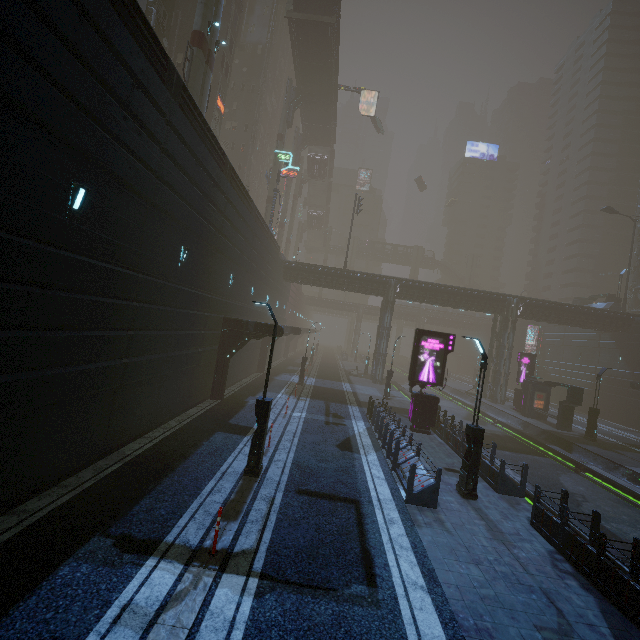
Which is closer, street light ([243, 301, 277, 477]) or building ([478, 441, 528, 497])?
street light ([243, 301, 277, 477])

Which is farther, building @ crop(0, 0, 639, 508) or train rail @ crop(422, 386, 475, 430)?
train rail @ crop(422, 386, 475, 430)

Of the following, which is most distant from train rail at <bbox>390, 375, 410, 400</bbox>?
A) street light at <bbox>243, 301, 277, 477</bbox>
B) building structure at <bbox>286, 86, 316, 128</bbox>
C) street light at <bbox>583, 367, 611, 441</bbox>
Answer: building structure at <bbox>286, 86, 316, 128</bbox>

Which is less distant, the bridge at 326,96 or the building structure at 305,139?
the bridge at 326,96

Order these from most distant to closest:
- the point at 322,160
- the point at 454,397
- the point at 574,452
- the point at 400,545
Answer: the point at 322,160
the point at 454,397
the point at 574,452
the point at 400,545

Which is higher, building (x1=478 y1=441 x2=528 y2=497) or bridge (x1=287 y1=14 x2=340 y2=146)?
bridge (x1=287 y1=14 x2=340 y2=146)

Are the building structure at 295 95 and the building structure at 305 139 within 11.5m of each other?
yes

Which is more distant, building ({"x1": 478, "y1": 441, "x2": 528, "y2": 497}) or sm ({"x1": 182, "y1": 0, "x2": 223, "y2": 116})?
sm ({"x1": 182, "y1": 0, "x2": 223, "y2": 116})
